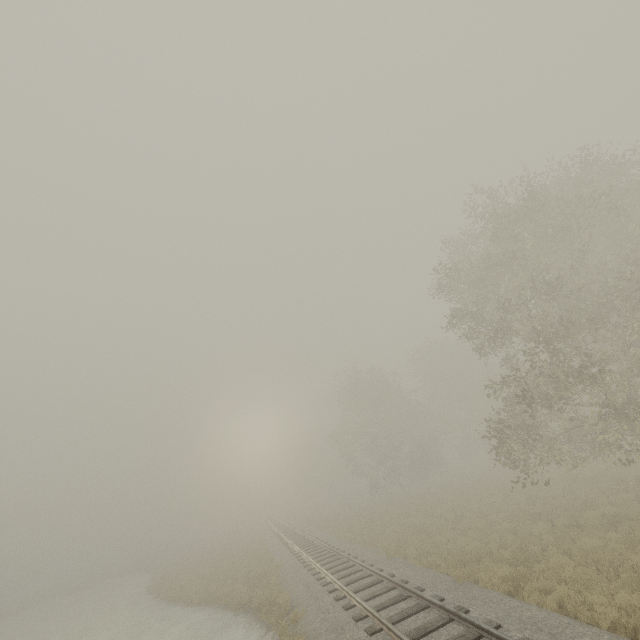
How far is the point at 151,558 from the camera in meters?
56.6

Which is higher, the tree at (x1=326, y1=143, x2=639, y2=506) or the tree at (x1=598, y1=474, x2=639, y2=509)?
the tree at (x1=326, y1=143, x2=639, y2=506)

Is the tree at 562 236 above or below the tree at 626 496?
above

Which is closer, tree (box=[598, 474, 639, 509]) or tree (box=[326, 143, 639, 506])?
tree (box=[598, 474, 639, 509])

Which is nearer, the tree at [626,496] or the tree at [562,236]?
the tree at [626,496]
